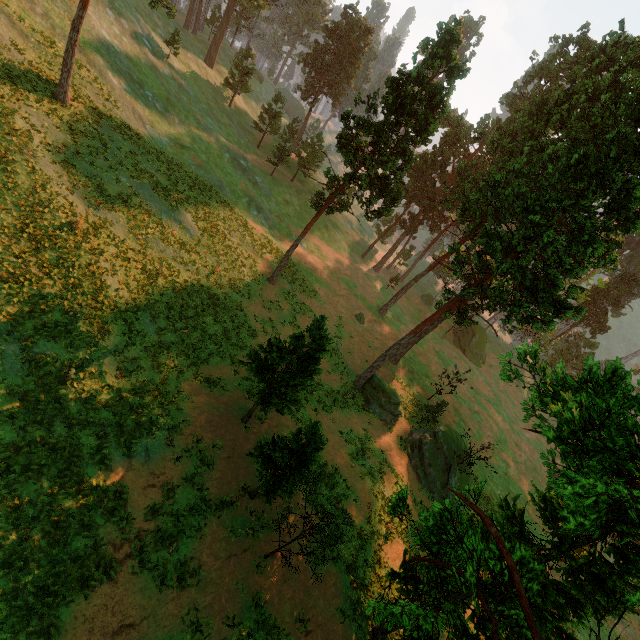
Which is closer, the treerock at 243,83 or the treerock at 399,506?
the treerock at 399,506

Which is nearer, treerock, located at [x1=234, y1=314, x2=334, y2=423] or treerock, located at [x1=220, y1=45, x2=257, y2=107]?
treerock, located at [x1=234, y1=314, x2=334, y2=423]

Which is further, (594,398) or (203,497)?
(203,497)

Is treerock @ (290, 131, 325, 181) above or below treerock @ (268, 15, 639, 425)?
below

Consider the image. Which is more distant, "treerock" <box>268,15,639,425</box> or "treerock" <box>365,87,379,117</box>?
"treerock" <box>365,87,379,117</box>

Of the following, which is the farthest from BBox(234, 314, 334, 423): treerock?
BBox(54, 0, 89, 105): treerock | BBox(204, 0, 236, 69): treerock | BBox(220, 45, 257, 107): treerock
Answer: BBox(204, 0, 236, 69): treerock

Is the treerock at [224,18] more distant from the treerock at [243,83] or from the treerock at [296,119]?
the treerock at [296,119]
